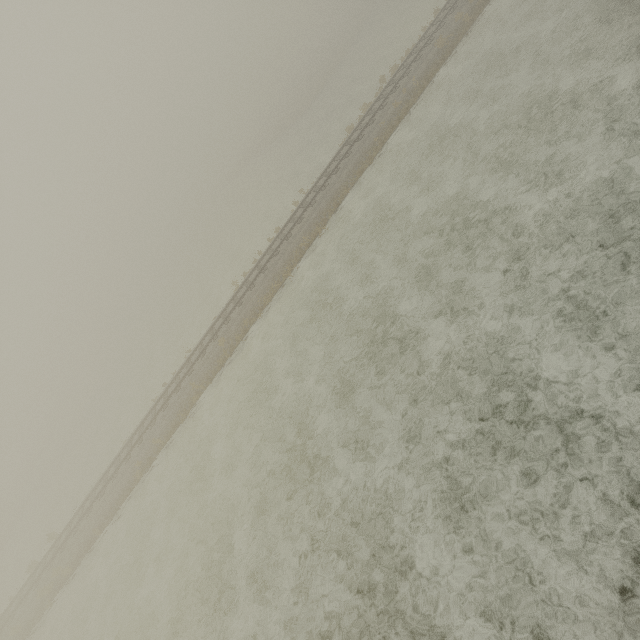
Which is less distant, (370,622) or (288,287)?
(370,622)
